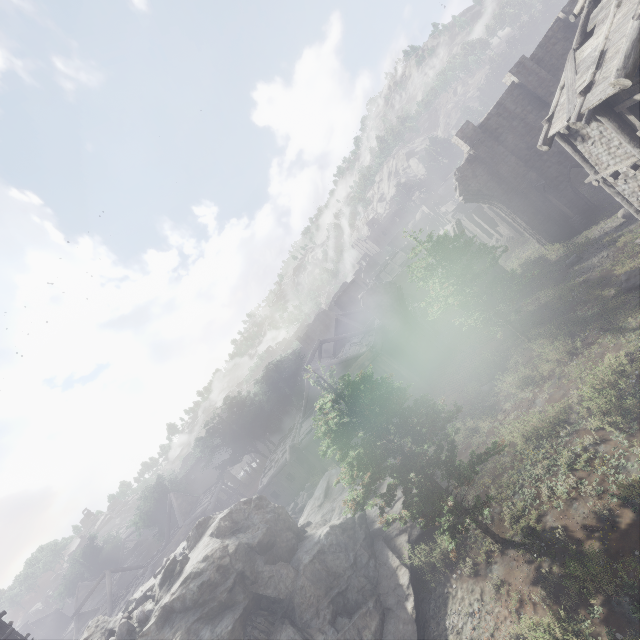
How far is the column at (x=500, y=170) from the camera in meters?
23.7

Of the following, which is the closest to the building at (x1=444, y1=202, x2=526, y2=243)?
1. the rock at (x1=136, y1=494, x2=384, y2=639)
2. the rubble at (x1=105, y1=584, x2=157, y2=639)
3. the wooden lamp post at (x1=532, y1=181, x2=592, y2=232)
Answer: the rock at (x1=136, y1=494, x2=384, y2=639)

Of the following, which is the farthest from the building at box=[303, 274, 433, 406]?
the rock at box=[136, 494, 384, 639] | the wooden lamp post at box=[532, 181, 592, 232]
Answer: the wooden lamp post at box=[532, 181, 592, 232]

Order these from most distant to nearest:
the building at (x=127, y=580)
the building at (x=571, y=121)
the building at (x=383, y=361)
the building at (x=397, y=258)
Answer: the building at (x=397, y=258) < the building at (x=127, y=580) < the building at (x=383, y=361) < the building at (x=571, y=121)

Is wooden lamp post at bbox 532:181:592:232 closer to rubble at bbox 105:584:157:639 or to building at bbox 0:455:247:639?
building at bbox 0:455:247:639

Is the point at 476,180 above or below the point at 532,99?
below

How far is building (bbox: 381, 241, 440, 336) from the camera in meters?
31.8 m
